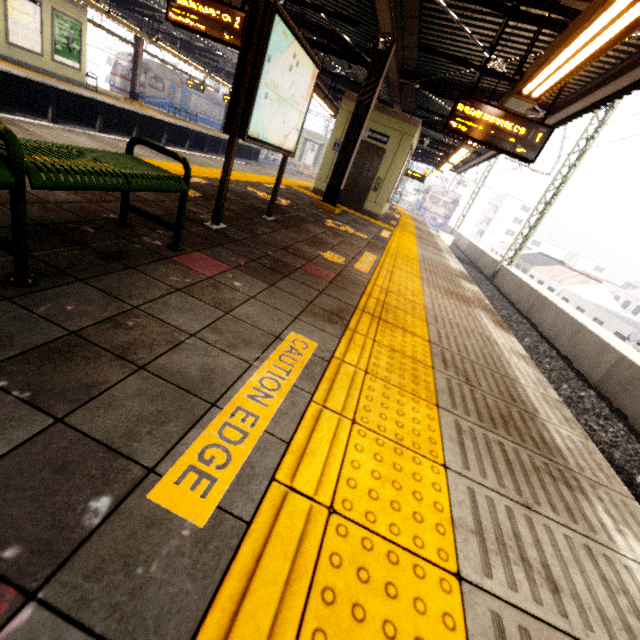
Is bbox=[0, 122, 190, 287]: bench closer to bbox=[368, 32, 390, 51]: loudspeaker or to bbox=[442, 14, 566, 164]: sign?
bbox=[442, 14, 566, 164]: sign

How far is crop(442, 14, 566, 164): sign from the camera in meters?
4.8 m

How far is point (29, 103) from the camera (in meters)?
11.49

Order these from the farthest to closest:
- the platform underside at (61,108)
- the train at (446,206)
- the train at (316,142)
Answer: the train at (446,206) → the train at (316,142) → the platform underside at (61,108)

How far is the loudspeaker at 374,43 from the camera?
6.4 meters

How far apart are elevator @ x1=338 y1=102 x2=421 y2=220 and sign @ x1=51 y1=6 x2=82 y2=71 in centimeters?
1259cm

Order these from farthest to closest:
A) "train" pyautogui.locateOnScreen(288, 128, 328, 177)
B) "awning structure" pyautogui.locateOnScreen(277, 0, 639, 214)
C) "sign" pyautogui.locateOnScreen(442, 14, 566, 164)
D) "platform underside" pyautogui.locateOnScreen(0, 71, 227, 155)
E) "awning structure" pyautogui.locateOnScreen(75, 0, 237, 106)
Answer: "train" pyautogui.locateOnScreen(288, 128, 328, 177), "awning structure" pyautogui.locateOnScreen(75, 0, 237, 106), "platform underside" pyautogui.locateOnScreen(0, 71, 227, 155), "sign" pyautogui.locateOnScreen(442, 14, 566, 164), "awning structure" pyautogui.locateOnScreen(277, 0, 639, 214)

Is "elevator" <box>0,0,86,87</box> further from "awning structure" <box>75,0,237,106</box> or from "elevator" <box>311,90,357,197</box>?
"elevator" <box>311,90,357,197</box>
